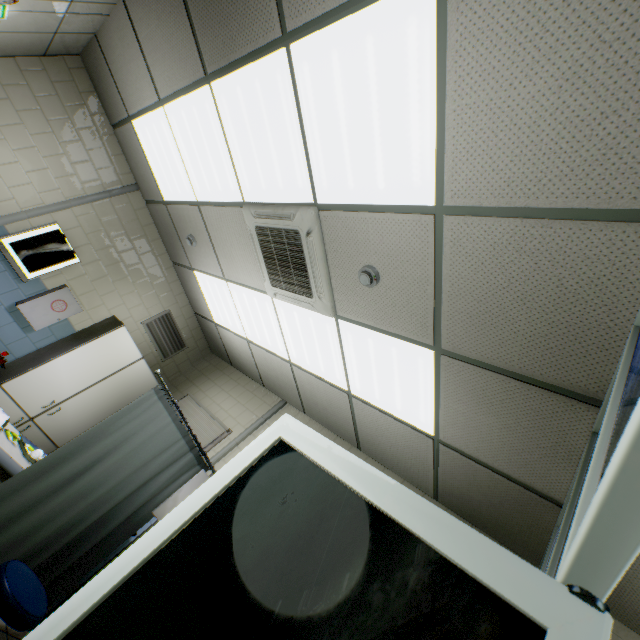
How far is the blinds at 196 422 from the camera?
4.6 meters

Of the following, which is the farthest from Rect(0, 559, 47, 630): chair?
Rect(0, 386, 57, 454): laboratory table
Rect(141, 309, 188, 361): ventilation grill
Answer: Rect(141, 309, 188, 361): ventilation grill

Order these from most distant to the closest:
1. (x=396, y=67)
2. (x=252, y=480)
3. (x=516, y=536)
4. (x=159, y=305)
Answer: (x=159, y=305) < (x=516, y=536) < (x=396, y=67) < (x=252, y=480)

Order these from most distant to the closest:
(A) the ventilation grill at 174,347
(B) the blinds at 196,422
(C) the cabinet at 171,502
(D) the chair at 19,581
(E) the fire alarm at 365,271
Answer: (A) the ventilation grill at 174,347, (B) the blinds at 196,422, (C) the cabinet at 171,502, (E) the fire alarm at 365,271, (D) the chair at 19,581

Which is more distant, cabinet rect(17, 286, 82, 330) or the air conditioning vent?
cabinet rect(17, 286, 82, 330)

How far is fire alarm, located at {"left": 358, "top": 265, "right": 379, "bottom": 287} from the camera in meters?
2.3

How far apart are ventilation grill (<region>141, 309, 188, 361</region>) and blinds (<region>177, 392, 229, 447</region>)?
0.9 meters

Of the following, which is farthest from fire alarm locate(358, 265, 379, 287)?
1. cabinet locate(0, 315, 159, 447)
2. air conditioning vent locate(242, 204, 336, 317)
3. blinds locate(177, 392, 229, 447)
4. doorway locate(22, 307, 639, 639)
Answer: cabinet locate(0, 315, 159, 447)
